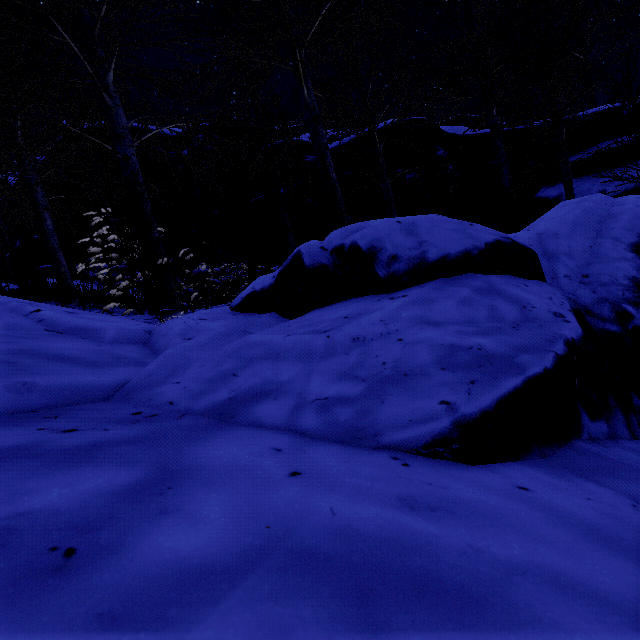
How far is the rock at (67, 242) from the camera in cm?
1209

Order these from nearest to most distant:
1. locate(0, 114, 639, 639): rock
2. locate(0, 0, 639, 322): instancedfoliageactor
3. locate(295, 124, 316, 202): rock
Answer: locate(0, 114, 639, 639): rock, locate(0, 0, 639, 322): instancedfoliageactor, locate(295, 124, 316, 202): rock

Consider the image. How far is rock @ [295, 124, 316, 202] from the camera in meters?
10.2 m

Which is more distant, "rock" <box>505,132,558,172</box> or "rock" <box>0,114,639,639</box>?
"rock" <box>505,132,558,172</box>

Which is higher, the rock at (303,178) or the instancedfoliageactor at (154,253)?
the rock at (303,178)

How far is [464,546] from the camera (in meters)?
0.66
